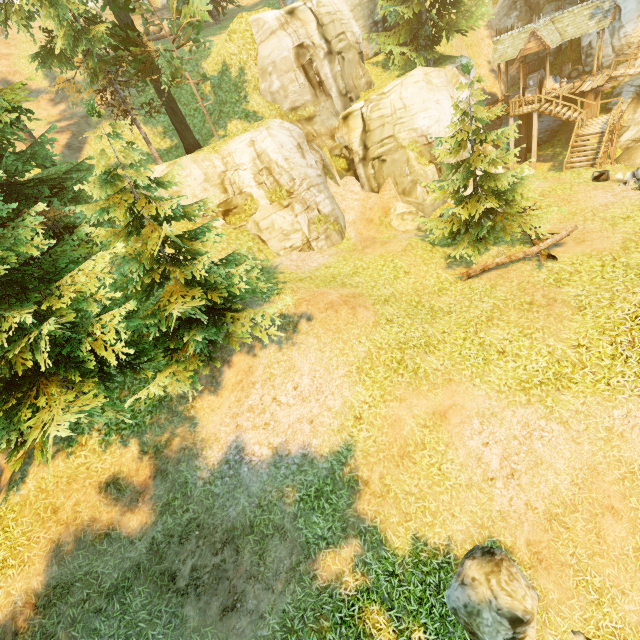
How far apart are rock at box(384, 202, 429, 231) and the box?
14.92m

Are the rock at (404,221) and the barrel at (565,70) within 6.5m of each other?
no

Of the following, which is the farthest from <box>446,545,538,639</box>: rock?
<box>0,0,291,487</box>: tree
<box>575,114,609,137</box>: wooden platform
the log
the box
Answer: the box

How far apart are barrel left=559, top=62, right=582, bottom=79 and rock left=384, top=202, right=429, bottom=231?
19.4m

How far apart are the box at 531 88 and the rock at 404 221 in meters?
14.9

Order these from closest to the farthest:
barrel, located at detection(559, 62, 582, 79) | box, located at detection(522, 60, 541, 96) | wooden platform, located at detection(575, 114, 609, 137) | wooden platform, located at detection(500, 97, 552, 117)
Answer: wooden platform, located at detection(575, 114, 609, 137) < wooden platform, located at detection(500, 97, 552, 117) < box, located at detection(522, 60, 541, 96) < barrel, located at detection(559, 62, 582, 79)

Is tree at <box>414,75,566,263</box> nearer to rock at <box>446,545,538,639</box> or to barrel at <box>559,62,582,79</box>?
rock at <box>446,545,538,639</box>

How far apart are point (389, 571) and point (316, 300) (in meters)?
8.21
